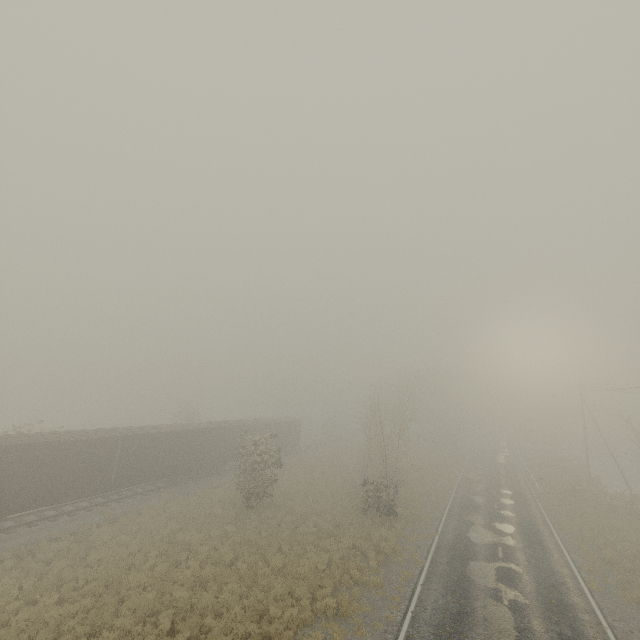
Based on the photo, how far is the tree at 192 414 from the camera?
43.2m

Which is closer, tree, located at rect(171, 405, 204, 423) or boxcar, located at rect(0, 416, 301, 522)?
boxcar, located at rect(0, 416, 301, 522)

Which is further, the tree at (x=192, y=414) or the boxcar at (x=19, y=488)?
the tree at (x=192, y=414)

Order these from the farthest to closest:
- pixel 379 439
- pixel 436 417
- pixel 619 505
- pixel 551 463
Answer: pixel 436 417
pixel 551 463
pixel 619 505
pixel 379 439

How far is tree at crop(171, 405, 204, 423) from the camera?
43.22m
